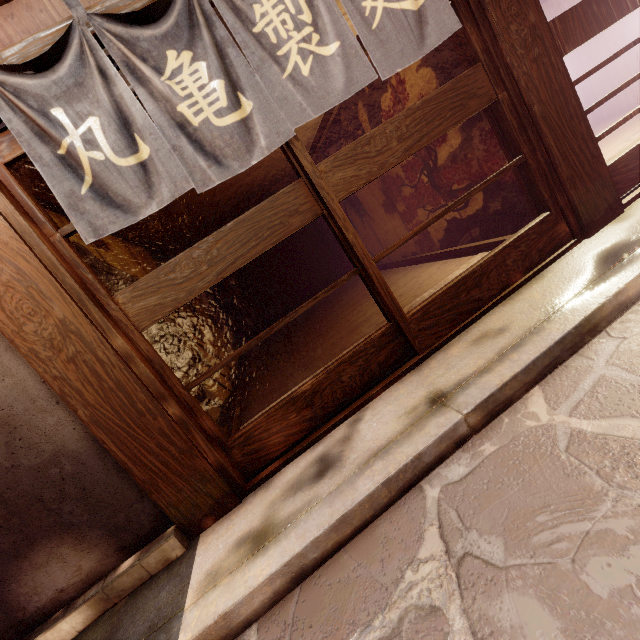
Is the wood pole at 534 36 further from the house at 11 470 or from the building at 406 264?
the house at 11 470

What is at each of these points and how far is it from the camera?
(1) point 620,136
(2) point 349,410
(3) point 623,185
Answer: (1) building, 9.5 meters
(2) door frame, 4.5 meters
(3) door, 5.3 meters

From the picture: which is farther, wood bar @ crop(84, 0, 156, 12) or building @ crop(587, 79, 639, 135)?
building @ crop(587, 79, 639, 135)

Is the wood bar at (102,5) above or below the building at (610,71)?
above

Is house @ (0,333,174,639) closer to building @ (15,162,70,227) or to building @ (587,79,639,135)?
building @ (15,162,70,227)

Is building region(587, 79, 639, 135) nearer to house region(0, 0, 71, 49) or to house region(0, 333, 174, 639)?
house region(0, 0, 71, 49)

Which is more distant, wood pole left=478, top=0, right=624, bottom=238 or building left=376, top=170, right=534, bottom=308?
building left=376, top=170, right=534, bottom=308
